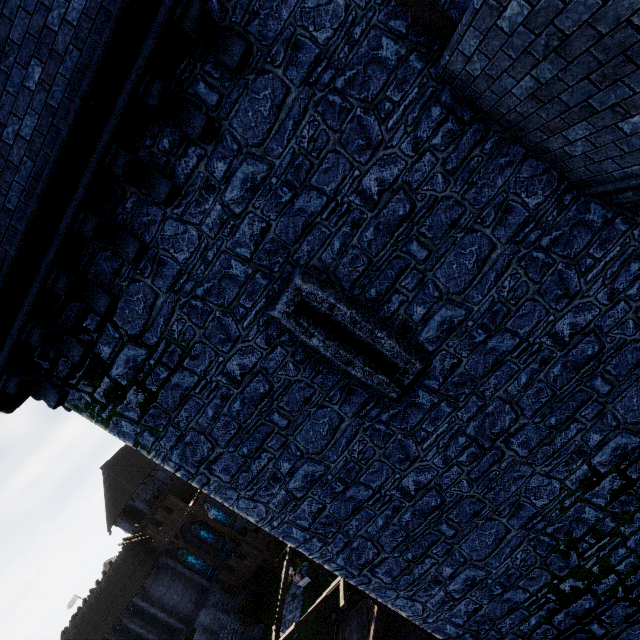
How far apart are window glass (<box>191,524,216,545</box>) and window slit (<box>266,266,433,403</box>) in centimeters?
3930cm

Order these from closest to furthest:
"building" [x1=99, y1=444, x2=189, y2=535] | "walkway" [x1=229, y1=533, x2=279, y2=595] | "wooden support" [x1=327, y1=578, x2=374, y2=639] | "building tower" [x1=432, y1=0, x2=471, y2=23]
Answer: "building tower" [x1=432, y1=0, x2=471, y2=23]
"wooden support" [x1=327, y1=578, x2=374, y2=639]
"walkway" [x1=229, y1=533, x2=279, y2=595]
"building" [x1=99, y1=444, x2=189, y2=535]

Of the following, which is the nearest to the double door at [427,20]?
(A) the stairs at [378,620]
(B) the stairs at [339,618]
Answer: (A) the stairs at [378,620]

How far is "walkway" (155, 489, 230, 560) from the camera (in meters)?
29.06

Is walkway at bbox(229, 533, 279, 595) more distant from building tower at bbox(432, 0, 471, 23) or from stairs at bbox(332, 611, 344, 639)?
building tower at bbox(432, 0, 471, 23)

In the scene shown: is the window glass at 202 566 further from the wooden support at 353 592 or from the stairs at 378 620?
the wooden support at 353 592

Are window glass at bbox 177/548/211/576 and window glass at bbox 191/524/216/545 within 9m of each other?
yes

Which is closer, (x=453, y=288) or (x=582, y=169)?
(x=582, y=169)
